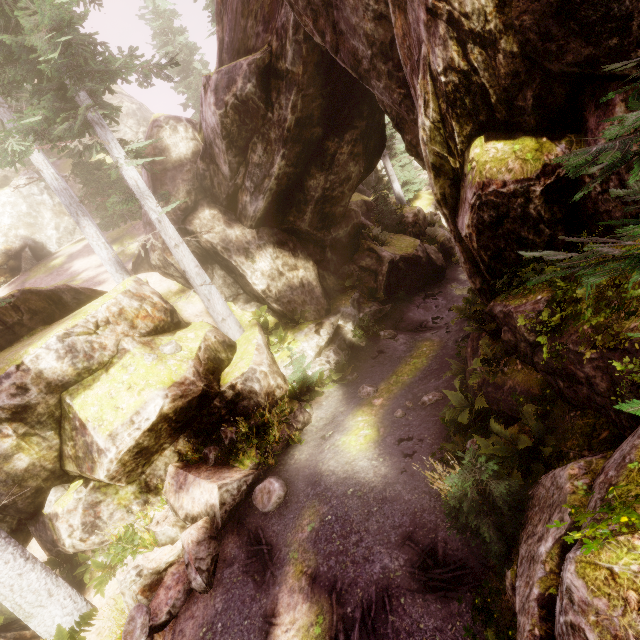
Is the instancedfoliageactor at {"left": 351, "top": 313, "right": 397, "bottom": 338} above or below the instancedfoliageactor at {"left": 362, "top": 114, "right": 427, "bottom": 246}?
below

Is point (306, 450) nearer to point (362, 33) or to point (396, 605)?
point (396, 605)

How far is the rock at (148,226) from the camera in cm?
1588

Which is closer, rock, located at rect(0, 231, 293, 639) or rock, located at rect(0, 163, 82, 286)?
rock, located at rect(0, 231, 293, 639)

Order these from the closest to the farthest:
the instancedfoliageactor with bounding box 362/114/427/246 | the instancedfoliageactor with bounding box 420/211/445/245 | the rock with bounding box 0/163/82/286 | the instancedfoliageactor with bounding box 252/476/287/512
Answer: the instancedfoliageactor with bounding box 252/476/287/512 → the instancedfoliageactor with bounding box 362/114/427/246 → the instancedfoliageactor with bounding box 420/211/445/245 → the rock with bounding box 0/163/82/286

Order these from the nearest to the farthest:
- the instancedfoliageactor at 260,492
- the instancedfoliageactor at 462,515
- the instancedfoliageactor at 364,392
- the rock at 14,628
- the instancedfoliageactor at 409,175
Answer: the instancedfoliageactor at 462,515 < the rock at 14,628 < the instancedfoliageactor at 260,492 < the instancedfoliageactor at 364,392 < the instancedfoliageactor at 409,175

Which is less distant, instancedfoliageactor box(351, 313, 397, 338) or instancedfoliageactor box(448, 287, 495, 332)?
instancedfoliageactor box(448, 287, 495, 332)

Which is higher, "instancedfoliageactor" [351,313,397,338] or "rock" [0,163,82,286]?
"rock" [0,163,82,286]
